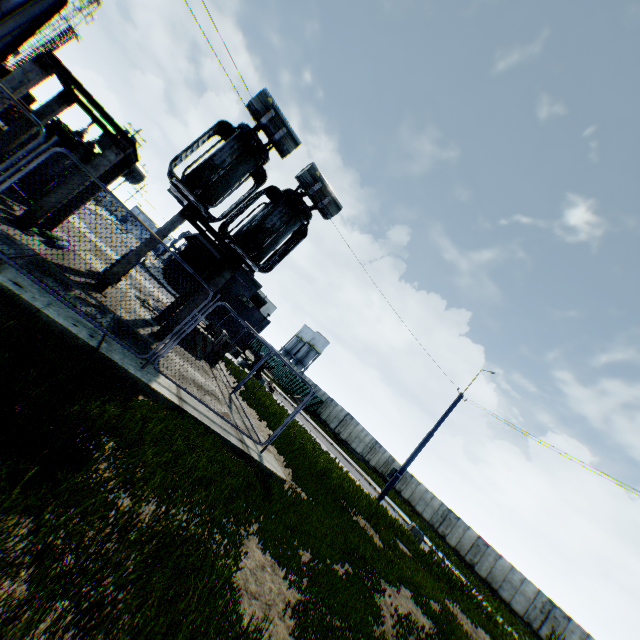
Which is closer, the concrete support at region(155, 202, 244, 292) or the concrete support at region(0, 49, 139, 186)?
the concrete support at region(0, 49, 139, 186)

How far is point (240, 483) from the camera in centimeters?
583cm

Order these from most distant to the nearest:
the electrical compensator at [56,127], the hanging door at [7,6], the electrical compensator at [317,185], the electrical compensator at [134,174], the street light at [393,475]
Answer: the hanging door at [7,6]
the street light at [393,475]
the electrical compensator at [134,174]
the electrical compensator at [56,127]
the electrical compensator at [317,185]

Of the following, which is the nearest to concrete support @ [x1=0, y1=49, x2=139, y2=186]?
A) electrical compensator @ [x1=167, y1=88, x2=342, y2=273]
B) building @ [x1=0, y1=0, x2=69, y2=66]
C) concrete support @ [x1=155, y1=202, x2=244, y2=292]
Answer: electrical compensator @ [x1=167, y1=88, x2=342, y2=273]

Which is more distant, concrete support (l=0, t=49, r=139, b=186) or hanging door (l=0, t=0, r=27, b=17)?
hanging door (l=0, t=0, r=27, b=17)

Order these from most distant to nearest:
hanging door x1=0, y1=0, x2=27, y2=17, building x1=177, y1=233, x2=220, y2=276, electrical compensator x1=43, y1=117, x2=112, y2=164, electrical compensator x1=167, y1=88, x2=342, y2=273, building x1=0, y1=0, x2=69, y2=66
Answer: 1. building x1=177, y1=233, x2=220, y2=276
2. building x1=0, y1=0, x2=69, y2=66
3. hanging door x1=0, y1=0, x2=27, y2=17
4. electrical compensator x1=43, y1=117, x2=112, y2=164
5. electrical compensator x1=167, y1=88, x2=342, y2=273

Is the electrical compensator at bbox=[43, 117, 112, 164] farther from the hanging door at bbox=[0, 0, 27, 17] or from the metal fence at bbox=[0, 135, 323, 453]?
the hanging door at bbox=[0, 0, 27, 17]

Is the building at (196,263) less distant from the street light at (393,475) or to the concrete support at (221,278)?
the concrete support at (221,278)
